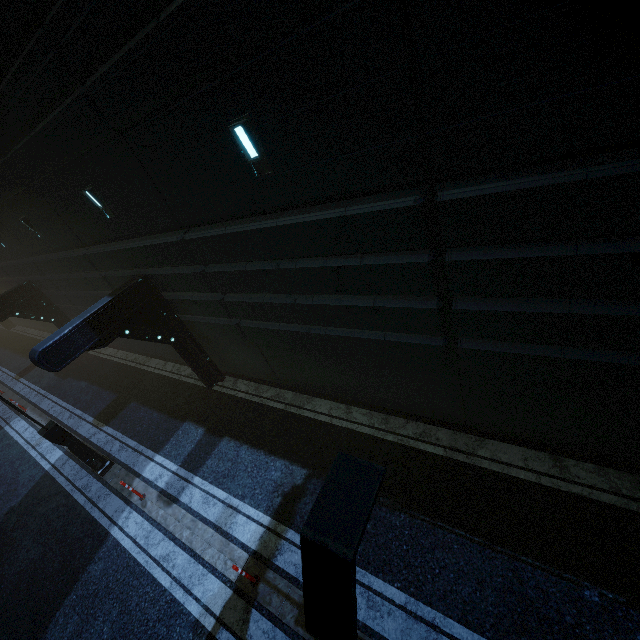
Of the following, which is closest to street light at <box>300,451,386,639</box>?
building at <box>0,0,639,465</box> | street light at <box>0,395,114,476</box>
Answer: building at <box>0,0,639,465</box>

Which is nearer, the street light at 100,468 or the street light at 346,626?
the street light at 346,626

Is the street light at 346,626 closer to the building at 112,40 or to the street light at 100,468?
the building at 112,40

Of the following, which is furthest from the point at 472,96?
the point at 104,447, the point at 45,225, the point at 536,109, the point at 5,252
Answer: the point at 5,252

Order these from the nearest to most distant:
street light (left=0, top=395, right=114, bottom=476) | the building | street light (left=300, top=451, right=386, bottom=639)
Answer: street light (left=300, top=451, right=386, bottom=639) → the building → street light (left=0, top=395, right=114, bottom=476)

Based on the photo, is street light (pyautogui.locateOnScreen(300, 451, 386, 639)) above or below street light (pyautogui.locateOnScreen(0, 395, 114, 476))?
above

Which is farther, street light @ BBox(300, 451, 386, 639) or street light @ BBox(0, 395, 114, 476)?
street light @ BBox(0, 395, 114, 476)
